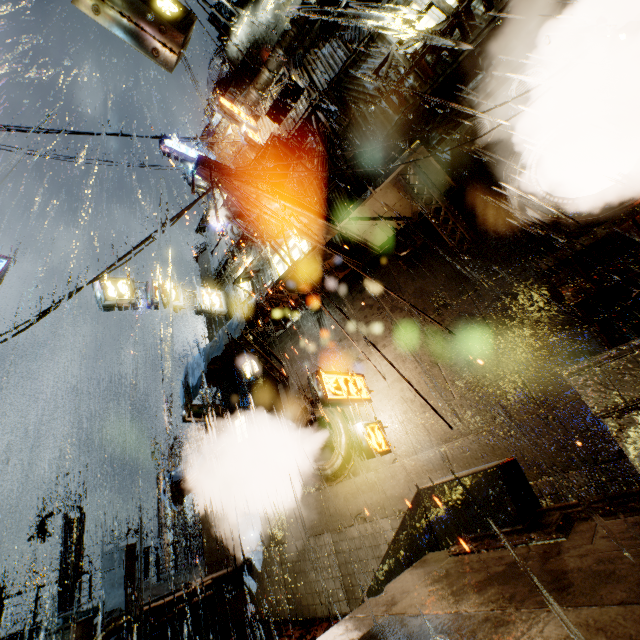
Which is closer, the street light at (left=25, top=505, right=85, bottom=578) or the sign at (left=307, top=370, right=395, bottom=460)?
the sign at (left=307, top=370, right=395, bottom=460)

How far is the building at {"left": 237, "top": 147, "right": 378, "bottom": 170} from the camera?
10.9m

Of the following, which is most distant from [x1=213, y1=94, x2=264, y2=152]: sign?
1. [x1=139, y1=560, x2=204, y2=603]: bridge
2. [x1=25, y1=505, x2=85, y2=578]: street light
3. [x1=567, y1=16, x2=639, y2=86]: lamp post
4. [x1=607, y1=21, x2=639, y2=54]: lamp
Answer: [x1=25, y1=505, x2=85, y2=578]: street light

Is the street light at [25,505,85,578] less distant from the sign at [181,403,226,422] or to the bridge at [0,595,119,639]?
the bridge at [0,595,119,639]

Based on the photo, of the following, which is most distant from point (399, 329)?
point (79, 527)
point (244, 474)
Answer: point (79, 527)

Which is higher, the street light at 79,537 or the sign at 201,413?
the sign at 201,413

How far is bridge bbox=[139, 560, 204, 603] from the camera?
11.63m

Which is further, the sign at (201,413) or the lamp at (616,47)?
the sign at (201,413)
